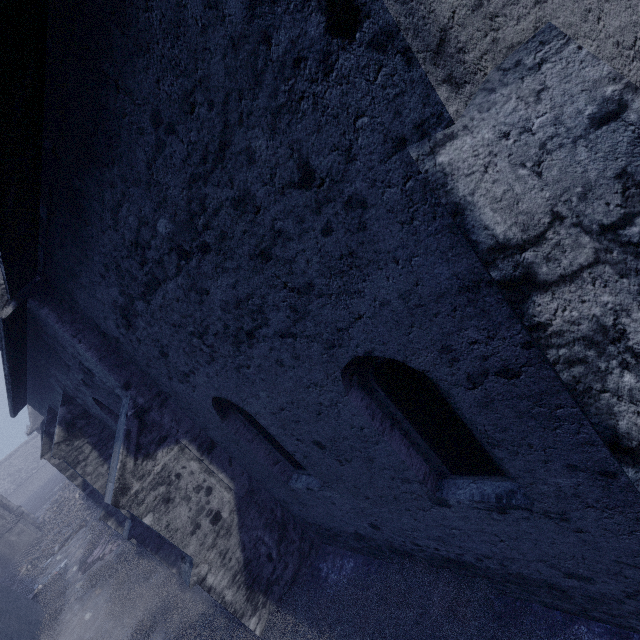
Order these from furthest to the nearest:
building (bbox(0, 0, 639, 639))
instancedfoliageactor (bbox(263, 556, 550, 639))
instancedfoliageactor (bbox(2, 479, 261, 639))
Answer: instancedfoliageactor (bbox(2, 479, 261, 639)) < instancedfoliageactor (bbox(263, 556, 550, 639)) < building (bbox(0, 0, 639, 639))

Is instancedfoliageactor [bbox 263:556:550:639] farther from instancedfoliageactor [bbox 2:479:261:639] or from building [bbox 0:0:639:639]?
building [bbox 0:0:639:639]

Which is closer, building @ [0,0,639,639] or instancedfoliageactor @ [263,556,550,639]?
building @ [0,0,639,639]

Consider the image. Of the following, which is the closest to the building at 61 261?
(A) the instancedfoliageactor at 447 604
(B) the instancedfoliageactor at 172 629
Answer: (B) the instancedfoliageactor at 172 629

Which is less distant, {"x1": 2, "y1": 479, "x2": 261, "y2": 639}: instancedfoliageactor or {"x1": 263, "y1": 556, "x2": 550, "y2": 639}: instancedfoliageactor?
{"x1": 263, "y1": 556, "x2": 550, "y2": 639}: instancedfoliageactor

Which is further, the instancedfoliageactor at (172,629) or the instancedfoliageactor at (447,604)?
the instancedfoliageactor at (172,629)

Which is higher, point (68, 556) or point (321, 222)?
point (321, 222)

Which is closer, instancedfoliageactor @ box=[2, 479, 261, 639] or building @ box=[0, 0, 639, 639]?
building @ box=[0, 0, 639, 639]
